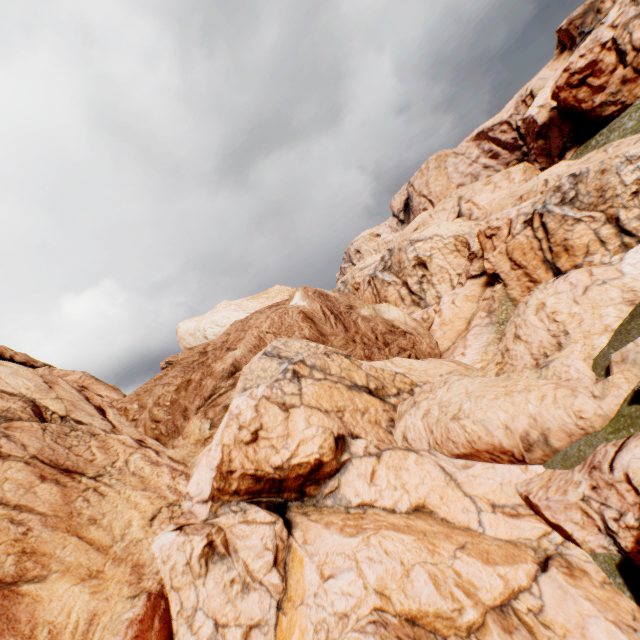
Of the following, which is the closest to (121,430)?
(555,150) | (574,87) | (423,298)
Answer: (423,298)
